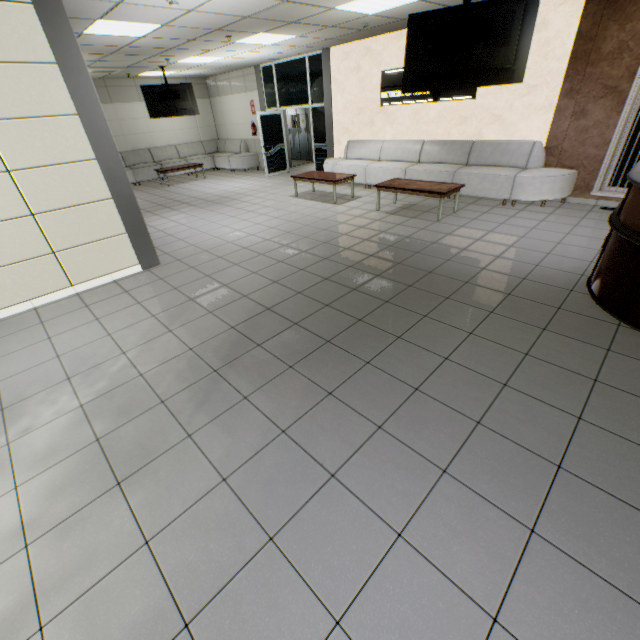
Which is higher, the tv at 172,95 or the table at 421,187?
the tv at 172,95

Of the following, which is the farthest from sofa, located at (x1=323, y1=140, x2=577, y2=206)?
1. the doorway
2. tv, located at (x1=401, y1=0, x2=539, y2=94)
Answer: tv, located at (x1=401, y1=0, x2=539, y2=94)

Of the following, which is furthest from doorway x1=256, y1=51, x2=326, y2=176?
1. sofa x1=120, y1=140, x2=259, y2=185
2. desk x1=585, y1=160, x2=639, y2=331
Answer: desk x1=585, y1=160, x2=639, y2=331

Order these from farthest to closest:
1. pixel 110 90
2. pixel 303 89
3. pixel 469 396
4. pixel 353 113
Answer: pixel 110 90 → pixel 303 89 → pixel 353 113 → pixel 469 396

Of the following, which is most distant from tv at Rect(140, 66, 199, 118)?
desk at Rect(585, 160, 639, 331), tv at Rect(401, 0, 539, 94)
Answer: desk at Rect(585, 160, 639, 331)

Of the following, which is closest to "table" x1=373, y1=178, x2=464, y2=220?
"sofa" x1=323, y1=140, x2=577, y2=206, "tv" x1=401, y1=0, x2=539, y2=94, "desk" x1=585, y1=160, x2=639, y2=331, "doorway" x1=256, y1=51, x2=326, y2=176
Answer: "sofa" x1=323, y1=140, x2=577, y2=206

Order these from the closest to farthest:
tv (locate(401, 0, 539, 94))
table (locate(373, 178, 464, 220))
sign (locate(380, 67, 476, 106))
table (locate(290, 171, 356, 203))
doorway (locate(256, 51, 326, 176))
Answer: tv (locate(401, 0, 539, 94)) → table (locate(373, 178, 464, 220)) → sign (locate(380, 67, 476, 106)) → table (locate(290, 171, 356, 203)) → doorway (locate(256, 51, 326, 176))

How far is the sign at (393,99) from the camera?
7.0m
